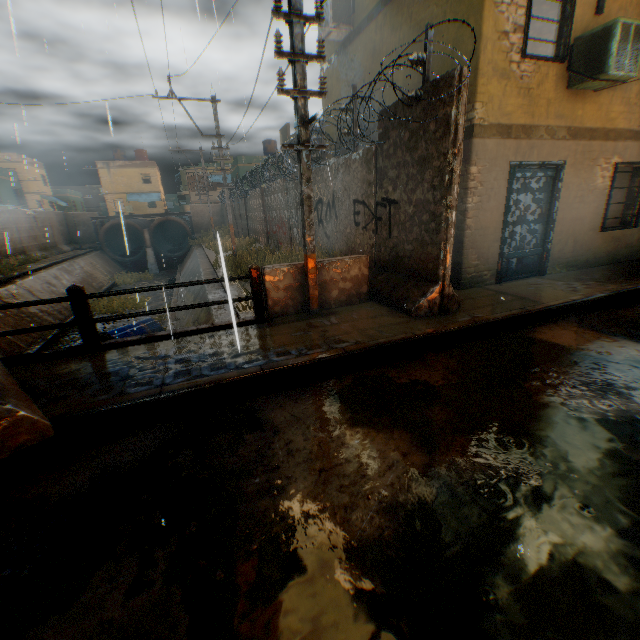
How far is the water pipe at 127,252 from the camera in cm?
2945

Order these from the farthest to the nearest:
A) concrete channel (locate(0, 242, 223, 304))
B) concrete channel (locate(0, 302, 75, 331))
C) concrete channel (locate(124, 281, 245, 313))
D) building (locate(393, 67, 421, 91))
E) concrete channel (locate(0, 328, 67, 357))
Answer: concrete channel (locate(0, 242, 223, 304)) < concrete channel (locate(0, 302, 75, 331)) < concrete channel (locate(0, 328, 67, 357)) < concrete channel (locate(124, 281, 245, 313)) < building (locate(393, 67, 421, 91))

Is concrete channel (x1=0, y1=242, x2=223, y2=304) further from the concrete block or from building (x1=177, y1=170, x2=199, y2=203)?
building (x1=177, y1=170, x2=199, y2=203)

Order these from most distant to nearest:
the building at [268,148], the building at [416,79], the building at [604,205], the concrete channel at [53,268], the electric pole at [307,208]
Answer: the building at [268,148] < the concrete channel at [53,268] < the building at [416,79] < the building at [604,205] < the electric pole at [307,208]

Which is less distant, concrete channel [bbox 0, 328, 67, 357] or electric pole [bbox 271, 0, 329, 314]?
electric pole [bbox 271, 0, 329, 314]

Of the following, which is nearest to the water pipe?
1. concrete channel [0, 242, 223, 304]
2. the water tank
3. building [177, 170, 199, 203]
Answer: concrete channel [0, 242, 223, 304]

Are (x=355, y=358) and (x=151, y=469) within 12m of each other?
yes

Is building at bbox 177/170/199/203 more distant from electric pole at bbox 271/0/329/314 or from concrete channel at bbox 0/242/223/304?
electric pole at bbox 271/0/329/314
